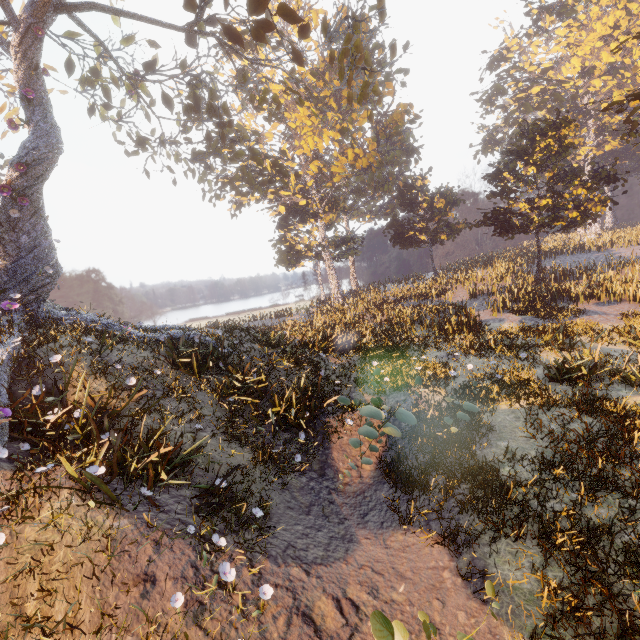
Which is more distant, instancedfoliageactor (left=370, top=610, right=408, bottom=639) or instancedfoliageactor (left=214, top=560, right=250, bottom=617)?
instancedfoliageactor (left=214, top=560, right=250, bottom=617)

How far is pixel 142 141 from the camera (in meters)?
20.47

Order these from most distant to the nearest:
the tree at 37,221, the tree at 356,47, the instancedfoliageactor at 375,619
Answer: the tree at 356,47 < the tree at 37,221 < the instancedfoliageactor at 375,619

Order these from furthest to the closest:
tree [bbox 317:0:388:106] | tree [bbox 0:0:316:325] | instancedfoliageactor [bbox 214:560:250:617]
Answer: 1. tree [bbox 317:0:388:106]
2. tree [bbox 0:0:316:325]
3. instancedfoliageactor [bbox 214:560:250:617]

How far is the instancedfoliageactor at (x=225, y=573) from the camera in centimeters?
442cm

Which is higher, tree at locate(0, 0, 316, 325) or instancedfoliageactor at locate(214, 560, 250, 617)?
tree at locate(0, 0, 316, 325)

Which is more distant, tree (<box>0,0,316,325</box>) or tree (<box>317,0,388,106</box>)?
tree (<box>317,0,388,106</box>)

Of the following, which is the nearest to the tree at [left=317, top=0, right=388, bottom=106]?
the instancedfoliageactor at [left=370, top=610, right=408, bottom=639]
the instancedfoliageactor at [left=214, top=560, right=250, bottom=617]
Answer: the instancedfoliageactor at [left=214, top=560, right=250, bottom=617]
